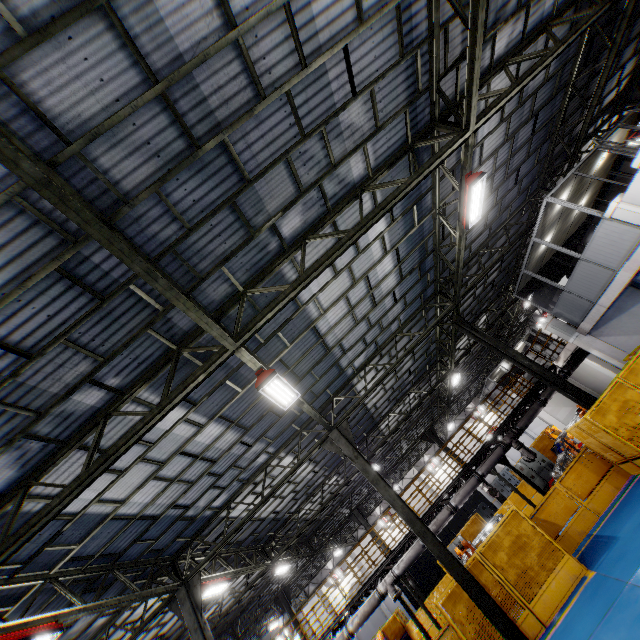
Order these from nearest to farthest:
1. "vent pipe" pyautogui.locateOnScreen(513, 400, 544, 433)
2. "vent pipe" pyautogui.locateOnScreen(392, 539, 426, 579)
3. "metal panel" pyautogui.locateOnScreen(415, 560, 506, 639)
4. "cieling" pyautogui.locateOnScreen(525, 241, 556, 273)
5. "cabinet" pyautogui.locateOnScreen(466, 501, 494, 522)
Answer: "metal panel" pyautogui.locateOnScreen(415, 560, 506, 639), "cieling" pyautogui.locateOnScreen(525, 241, 556, 273), "vent pipe" pyautogui.locateOnScreen(392, 539, 426, 579), "vent pipe" pyautogui.locateOnScreen(513, 400, 544, 433), "cabinet" pyautogui.locateOnScreen(466, 501, 494, 522)

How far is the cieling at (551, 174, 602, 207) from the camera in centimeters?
1177cm

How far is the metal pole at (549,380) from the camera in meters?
12.0

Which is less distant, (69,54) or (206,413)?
(69,54)

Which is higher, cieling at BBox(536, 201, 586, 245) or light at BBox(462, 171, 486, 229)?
light at BBox(462, 171, 486, 229)

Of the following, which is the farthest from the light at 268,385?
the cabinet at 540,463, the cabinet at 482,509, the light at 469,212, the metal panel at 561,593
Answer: the cabinet at 482,509

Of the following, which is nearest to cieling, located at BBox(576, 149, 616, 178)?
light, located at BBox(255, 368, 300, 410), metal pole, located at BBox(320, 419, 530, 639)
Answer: metal pole, located at BBox(320, 419, 530, 639)

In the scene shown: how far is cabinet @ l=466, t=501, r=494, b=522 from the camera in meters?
25.5
